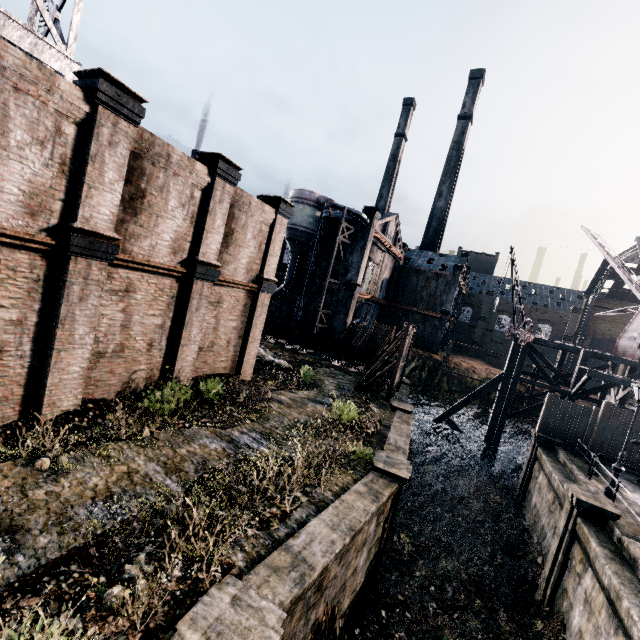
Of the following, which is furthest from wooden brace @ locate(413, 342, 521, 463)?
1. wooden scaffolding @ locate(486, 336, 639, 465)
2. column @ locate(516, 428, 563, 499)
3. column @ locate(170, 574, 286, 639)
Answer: column @ locate(170, 574, 286, 639)

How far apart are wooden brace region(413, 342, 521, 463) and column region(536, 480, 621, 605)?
14.5 meters

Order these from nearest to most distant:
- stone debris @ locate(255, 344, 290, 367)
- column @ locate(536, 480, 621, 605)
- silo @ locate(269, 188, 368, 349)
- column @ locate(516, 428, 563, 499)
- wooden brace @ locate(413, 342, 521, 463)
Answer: column @ locate(536, 480, 621, 605)
column @ locate(516, 428, 563, 499)
stone debris @ locate(255, 344, 290, 367)
wooden brace @ locate(413, 342, 521, 463)
silo @ locate(269, 188, 368, 349)

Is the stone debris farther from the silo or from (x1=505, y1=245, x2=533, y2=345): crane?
(x1=505, y1=245, x2=533, y2=345): crane

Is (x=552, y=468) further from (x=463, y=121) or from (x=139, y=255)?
(x=463, y=121)

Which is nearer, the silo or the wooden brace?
the wooden brace

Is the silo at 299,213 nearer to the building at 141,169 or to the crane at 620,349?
the building at 141,169

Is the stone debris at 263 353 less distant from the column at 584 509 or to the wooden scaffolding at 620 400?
the column at 584 509
